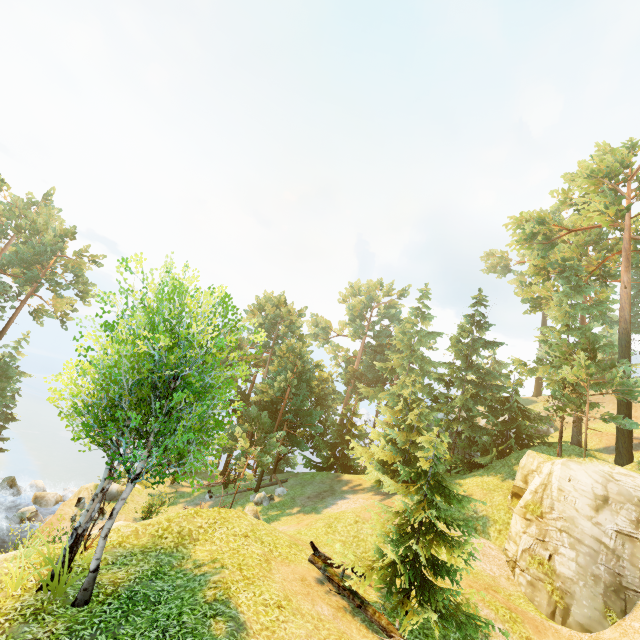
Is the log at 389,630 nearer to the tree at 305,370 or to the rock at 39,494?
the tree at 305,370

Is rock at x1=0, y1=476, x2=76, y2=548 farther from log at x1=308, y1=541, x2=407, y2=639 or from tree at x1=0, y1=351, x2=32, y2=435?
log at x1=308, y1=541, x2=407, y2=639

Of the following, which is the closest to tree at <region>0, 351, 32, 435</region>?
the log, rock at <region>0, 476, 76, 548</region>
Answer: the log

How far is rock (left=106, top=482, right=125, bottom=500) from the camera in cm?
2393

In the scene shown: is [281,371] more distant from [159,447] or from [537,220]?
[537,220]

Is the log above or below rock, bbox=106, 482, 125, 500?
above
